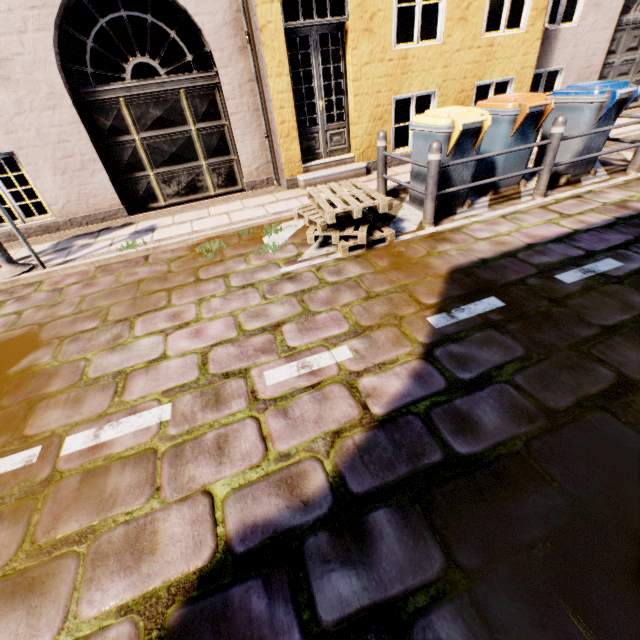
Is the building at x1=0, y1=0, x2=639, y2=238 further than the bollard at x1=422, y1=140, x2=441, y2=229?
Yes

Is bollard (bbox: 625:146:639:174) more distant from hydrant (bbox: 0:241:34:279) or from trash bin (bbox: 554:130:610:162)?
hydrant (bbox: 0:241:34:279)

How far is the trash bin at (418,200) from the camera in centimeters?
499cm

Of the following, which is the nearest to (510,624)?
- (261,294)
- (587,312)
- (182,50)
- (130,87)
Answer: (587,312)

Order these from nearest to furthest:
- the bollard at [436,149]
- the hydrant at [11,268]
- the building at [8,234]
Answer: the bollard at [436,149] → the hydrant at [11,268] → the building at [8,234]

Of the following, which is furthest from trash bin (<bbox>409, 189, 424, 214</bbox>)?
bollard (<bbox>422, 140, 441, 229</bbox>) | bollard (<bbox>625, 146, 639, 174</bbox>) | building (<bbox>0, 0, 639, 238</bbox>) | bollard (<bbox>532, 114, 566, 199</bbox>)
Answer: bollard (<bbox>625, 146, 639, 174</bbox>)

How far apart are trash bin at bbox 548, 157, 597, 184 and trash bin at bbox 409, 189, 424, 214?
1.6m

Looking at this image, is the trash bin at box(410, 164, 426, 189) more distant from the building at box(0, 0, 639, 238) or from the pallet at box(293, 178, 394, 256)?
the building at box(0, 0, 639, 238)
